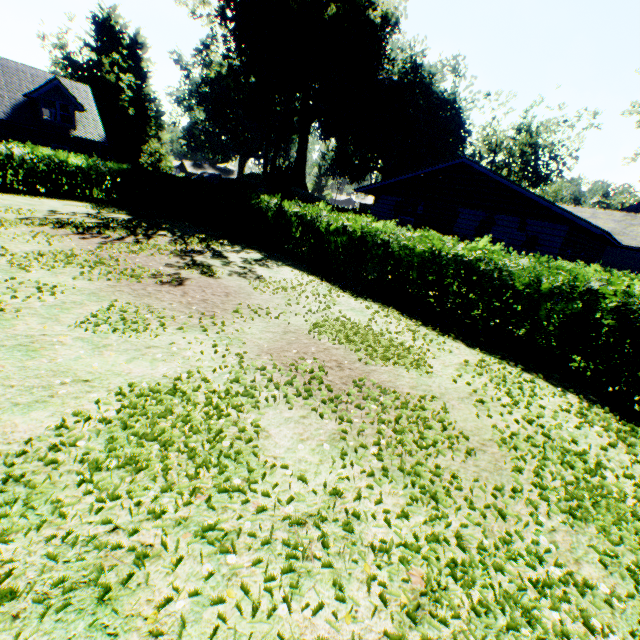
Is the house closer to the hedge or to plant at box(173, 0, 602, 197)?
the hedge

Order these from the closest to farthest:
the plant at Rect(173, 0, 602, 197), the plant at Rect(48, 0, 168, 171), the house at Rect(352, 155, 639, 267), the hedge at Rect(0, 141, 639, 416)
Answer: the hedge at Rect(0, 141, 639, 416) < the house at Rect(352, 155, 639, 267) < the plant at Rect(173, 0, 602, 197) < the plant at Rect(48, 0, 168, 171)

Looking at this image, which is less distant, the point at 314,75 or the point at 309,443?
the point at 309,443

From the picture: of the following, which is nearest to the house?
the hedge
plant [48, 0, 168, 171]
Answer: the hedge

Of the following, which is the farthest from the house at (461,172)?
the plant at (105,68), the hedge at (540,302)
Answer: the plant at (105,68)

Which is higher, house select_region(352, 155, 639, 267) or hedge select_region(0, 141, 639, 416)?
house select_region(352, 155, 639, 267)
